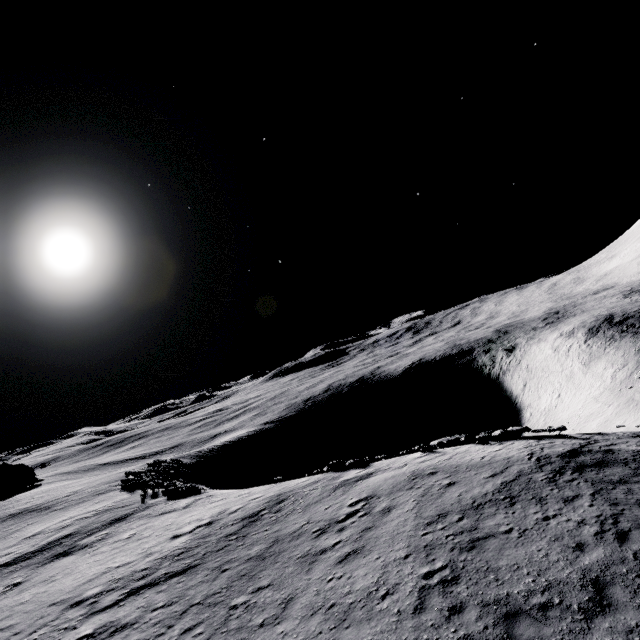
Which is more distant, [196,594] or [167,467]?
[167,467]
